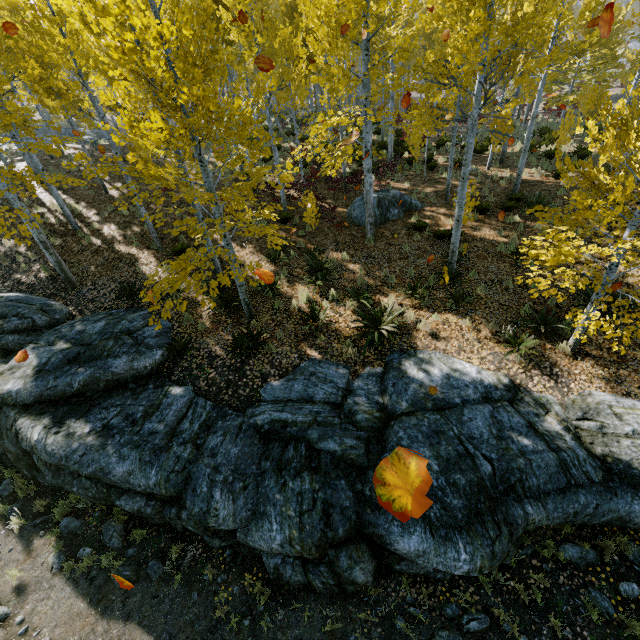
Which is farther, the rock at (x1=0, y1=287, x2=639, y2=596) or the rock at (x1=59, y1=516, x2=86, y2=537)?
the rock at (x1=59, y1=516, x2=86, y2=537)

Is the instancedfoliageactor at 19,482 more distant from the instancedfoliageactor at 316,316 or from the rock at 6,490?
the instancedfoliageactor at 316,316

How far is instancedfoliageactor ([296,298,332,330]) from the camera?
8.95m

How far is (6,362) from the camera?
8.5 meters

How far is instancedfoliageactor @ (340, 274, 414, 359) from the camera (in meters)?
8.29

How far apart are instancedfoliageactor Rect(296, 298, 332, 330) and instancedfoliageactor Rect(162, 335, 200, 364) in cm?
348

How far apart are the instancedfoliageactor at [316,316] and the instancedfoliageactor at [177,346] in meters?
3.5
